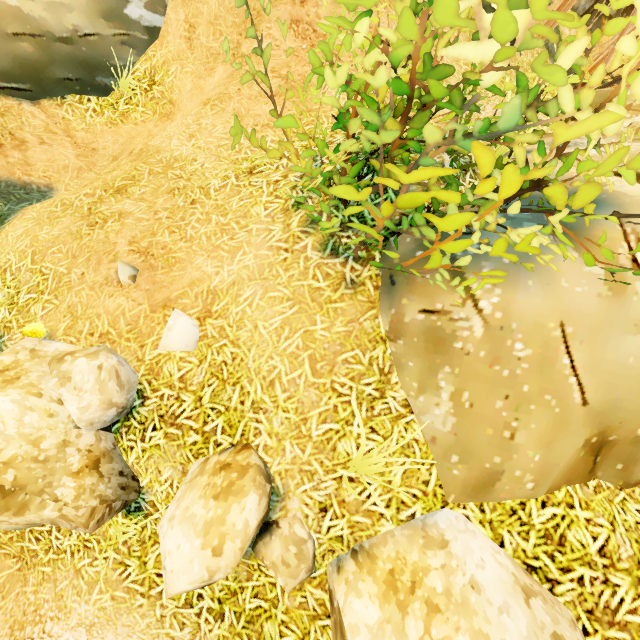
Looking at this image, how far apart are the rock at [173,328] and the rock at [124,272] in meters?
0.6

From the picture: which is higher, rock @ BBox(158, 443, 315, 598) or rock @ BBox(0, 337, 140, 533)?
rock @ BBox(158, 443, 315, 598)

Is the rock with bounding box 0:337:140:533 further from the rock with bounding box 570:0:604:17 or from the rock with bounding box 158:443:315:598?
the rock with bounding box 570:0:604:17

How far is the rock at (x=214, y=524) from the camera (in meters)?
2.28

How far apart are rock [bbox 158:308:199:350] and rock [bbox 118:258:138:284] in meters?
0.6

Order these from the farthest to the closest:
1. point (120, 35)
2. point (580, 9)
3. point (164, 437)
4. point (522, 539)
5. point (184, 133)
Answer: point (580, 9) → point (120, 35) → point (184, 133) → point (164, 437) → point (522, 539)

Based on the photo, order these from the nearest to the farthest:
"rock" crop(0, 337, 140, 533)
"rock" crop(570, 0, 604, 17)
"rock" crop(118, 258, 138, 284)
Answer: "rock" crop(0, 337, 140, 533) → "rock" crop(118, 258, 138, 284) → "rock" crop(570, 0, 604, 17)

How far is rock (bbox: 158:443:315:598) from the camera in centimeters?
228cm
